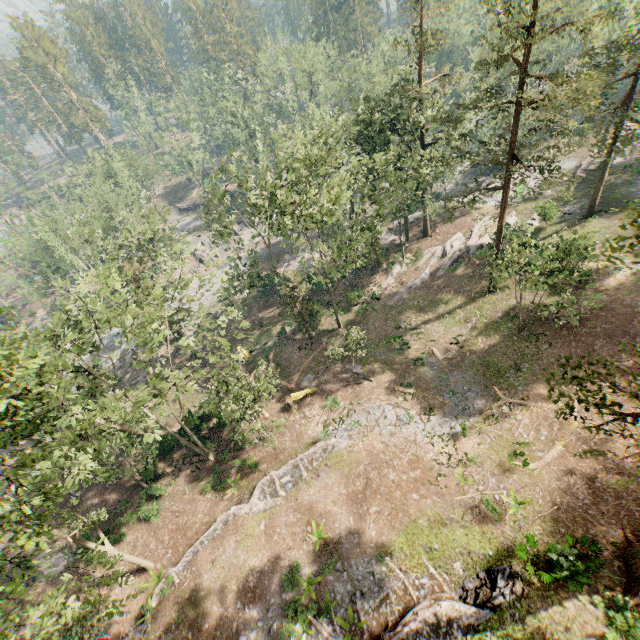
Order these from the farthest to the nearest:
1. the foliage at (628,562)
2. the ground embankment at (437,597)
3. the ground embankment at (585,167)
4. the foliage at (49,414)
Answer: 1. the ground embankment at (585,167)
2. the ground embankment at (437,597)
3. the foliage at (628,562)
4. the foliage at (49,414)

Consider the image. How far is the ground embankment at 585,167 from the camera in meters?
40.0

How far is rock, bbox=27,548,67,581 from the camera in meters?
26.5 m

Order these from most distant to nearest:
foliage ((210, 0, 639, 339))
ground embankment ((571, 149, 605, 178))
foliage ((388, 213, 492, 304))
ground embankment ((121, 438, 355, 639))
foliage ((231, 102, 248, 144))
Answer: foliage ((231, 102, 248, 144))
ground embankment ((571, 149, 605, 178))
foliage ((388, 213, 492, 304))
ground embankment ((121, 438, 355, 639))
foliage ((210, 0, 639, 339))

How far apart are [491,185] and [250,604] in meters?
56.4

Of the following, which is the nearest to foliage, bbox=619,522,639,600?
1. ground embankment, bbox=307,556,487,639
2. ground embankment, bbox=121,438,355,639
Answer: ground embankment, bbox=121,438,355,639

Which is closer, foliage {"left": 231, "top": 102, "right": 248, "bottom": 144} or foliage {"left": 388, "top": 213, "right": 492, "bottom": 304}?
foliage {"left": 388, "top": 213, "right": 492, "bottom": 304}

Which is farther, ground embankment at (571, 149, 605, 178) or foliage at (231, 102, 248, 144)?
foliage at (231, 102, 248, 144)
